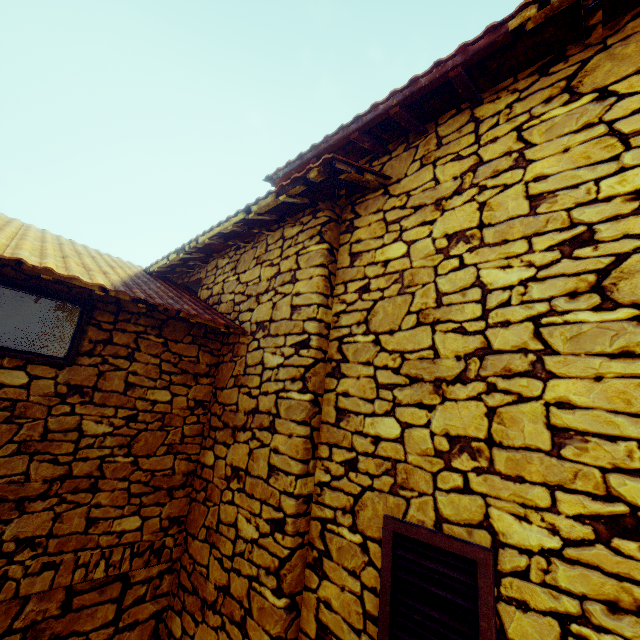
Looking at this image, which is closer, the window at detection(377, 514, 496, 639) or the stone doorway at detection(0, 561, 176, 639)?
the window at detection(377, 514, 496, 639)

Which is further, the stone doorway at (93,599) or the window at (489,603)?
the stone doorway at (93,599)

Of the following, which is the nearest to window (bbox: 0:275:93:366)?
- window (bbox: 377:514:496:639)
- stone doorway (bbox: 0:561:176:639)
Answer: stone doorway (bbox: 0:561:176:639)

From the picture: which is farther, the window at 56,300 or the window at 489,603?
the window at 56,300

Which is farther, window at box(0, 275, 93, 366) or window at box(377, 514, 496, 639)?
window at box(0, 275, 93, 366)

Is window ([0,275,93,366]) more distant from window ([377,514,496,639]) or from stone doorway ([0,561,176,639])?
window ([377,514,496,639])

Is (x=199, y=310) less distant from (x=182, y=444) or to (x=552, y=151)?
(x=182, y=444)

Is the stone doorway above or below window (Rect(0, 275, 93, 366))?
below
